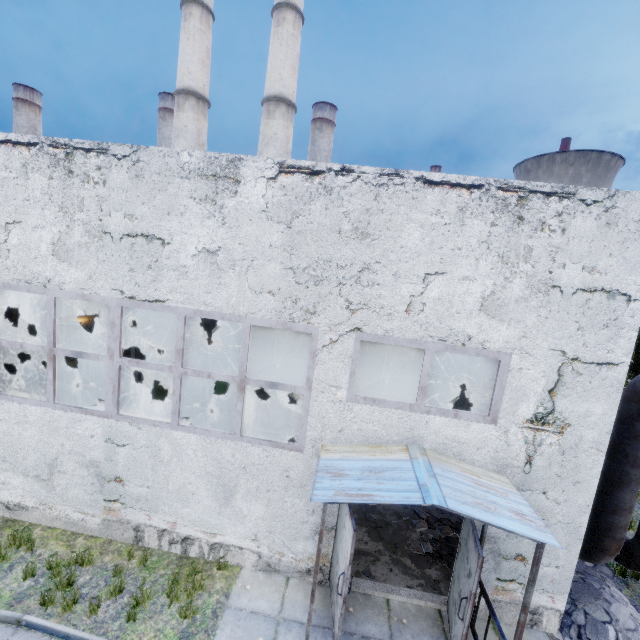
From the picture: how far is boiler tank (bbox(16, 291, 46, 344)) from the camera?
13.73m

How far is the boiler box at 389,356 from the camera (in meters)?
13.84

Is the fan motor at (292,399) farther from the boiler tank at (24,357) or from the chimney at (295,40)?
the chimney at (295,40)

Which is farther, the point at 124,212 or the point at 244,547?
the point at 244,547

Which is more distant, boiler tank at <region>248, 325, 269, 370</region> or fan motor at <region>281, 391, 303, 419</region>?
boiler tank at <region>248, 325, 269, 370</region>

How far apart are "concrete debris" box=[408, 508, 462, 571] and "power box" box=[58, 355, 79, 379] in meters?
15.1

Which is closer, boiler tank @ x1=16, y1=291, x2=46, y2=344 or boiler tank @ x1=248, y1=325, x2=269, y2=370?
boiler tank @ x1=16, y1=291, x2=46, y2=344

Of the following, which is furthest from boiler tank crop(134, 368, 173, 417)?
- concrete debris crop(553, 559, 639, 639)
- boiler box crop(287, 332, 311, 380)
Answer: concrete debris crop(553, 559, 639, 639)
